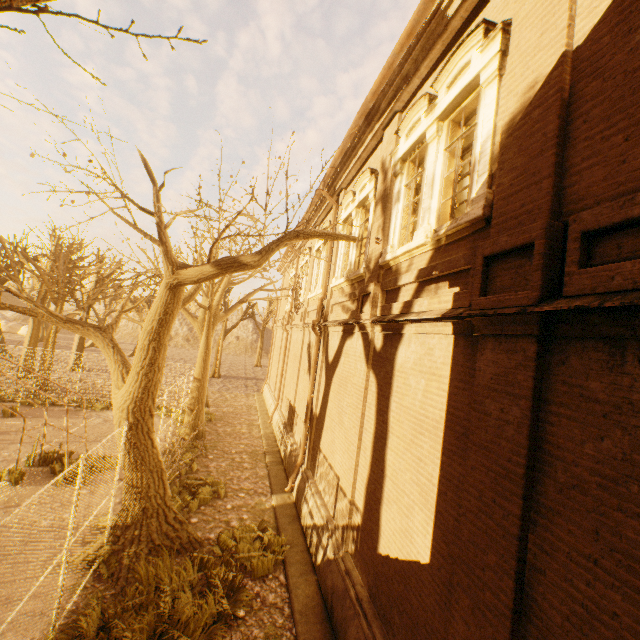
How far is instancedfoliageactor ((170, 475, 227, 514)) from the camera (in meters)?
9.34

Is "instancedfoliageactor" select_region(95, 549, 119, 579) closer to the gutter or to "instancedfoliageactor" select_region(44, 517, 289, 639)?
"instancedfoliageactor" select_region(44, 517, 289, 639)

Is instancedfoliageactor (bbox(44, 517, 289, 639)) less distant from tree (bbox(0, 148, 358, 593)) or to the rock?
tree (bbox(0, 148, 358, 593))

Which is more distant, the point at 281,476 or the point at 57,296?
the point at 57,296

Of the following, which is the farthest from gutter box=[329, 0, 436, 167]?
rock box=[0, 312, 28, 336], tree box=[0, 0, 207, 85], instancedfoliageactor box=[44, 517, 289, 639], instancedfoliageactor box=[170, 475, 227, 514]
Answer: rock box=[0, 312, 28, 336]

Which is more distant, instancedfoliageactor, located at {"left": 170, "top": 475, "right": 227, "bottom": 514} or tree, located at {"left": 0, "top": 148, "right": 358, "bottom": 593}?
instancedfoliageactor, located at {"left": 170, "top": 475, "right": 227, "bottom": 514}

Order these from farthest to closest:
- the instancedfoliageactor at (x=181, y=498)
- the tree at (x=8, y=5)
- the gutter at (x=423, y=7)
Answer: the instancedfoliageactor at (x=181, y=498)
the gutter at (x=423, y=7)
the tree at (x=8, y=5)

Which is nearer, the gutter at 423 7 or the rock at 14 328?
the gutter at 423 7
